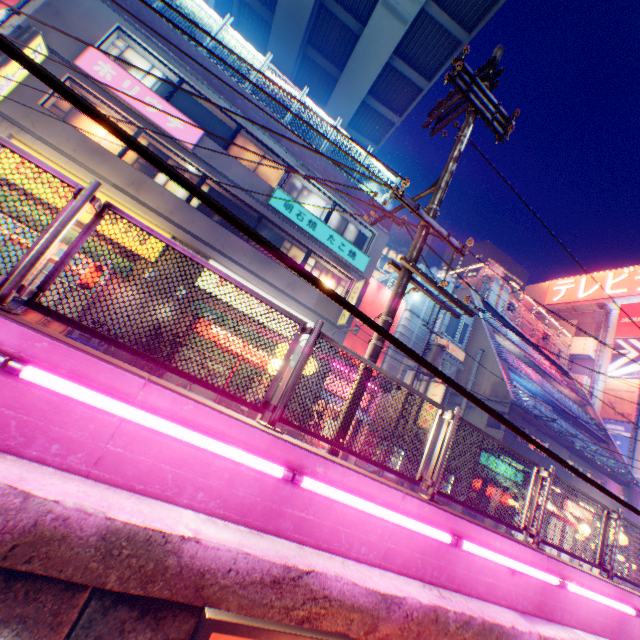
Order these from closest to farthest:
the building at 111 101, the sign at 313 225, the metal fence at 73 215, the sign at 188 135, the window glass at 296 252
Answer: the metal fence at 73 215 → the building at 111 101 → the sign at 188 135 → the sign at 313 225 → the window glass at 296 252

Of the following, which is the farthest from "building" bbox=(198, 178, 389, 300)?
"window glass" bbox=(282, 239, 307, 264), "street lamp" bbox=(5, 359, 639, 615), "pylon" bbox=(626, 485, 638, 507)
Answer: "pylon" bbox=(626, 485, 638, 507)

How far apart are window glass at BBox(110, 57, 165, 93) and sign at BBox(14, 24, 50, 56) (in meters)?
1.53

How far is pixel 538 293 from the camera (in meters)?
46.53

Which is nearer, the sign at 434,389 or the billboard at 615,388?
the sign at 434,389

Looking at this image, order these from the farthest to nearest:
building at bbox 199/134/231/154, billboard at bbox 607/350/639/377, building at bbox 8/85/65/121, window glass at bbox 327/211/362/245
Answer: billboard at bbox 607/350/639/377 < window glass at bbox 327/211/362/245 < building at bbox 199/134/231/154 < building at bbox 8/85/65/121

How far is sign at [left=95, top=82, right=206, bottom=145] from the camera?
12.09m

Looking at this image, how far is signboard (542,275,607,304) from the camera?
39.8 meters
